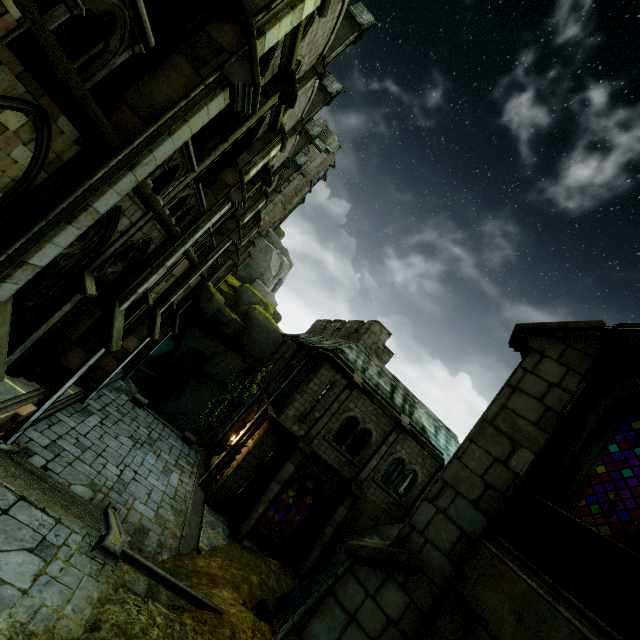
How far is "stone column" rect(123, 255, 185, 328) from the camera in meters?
13.6

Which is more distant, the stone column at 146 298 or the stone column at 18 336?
the stone column at 146 298

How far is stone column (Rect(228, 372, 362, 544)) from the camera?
15.1m

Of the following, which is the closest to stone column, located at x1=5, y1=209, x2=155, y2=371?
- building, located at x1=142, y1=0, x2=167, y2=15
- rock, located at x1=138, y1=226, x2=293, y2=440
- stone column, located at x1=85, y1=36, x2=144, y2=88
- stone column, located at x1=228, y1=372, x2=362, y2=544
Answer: building, located at x1=142, y1=0, x2=167, y2=15

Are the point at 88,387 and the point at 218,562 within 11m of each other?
yes

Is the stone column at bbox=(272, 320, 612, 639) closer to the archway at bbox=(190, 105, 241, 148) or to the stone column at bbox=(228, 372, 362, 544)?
the archway at bbox=(190, 105, 241, 148)

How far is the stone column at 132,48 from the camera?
4.39m

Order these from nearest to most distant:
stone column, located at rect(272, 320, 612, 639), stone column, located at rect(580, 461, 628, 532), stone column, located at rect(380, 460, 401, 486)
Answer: stone column, located at rect(272, 320, 612, 639), stone column, located at rect(580, 461, 628, 532), stone column, located at rect(380, 460, 401, 486)
